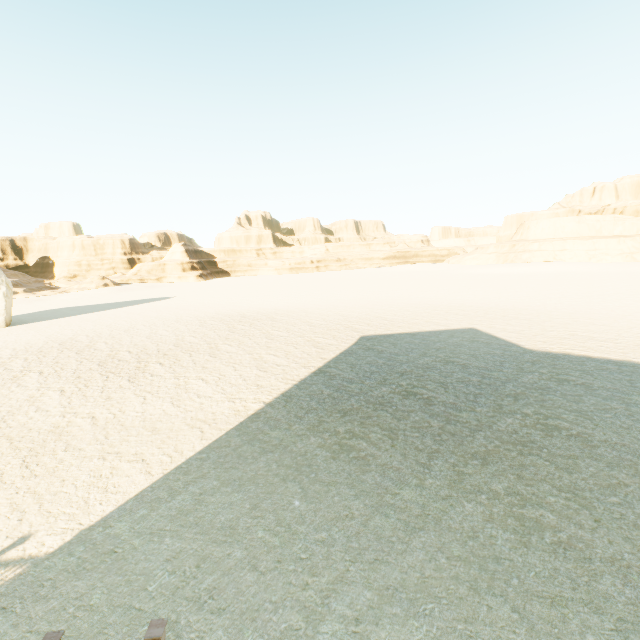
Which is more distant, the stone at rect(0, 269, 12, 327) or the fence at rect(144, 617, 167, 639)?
the stone at rect(0, 269, 12, 327)

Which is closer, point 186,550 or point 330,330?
point 186,550

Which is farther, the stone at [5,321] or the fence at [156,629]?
the stone at [5,321]
